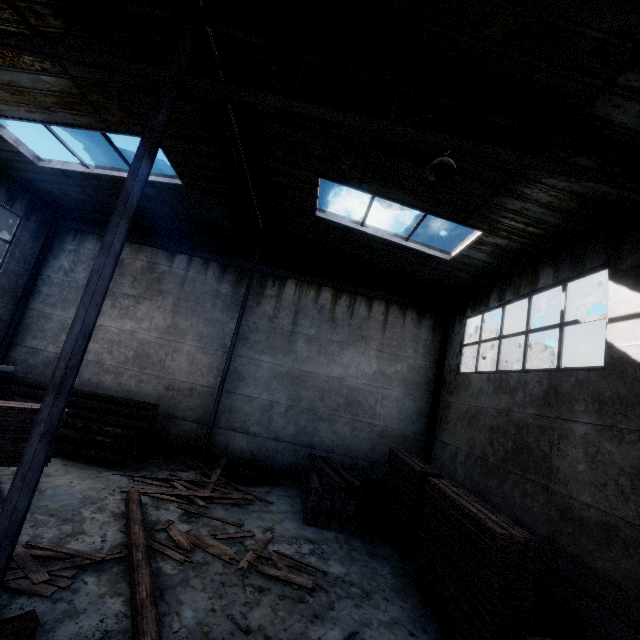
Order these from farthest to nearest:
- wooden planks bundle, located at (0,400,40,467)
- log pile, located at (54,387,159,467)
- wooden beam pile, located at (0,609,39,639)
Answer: log pile, located at (54,387,159,467)
wooden planks bundle, located at (0,400,40,467)
wooden beam pile, located at (0,609,39,639)

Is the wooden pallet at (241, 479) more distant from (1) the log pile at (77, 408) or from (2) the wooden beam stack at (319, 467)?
(1) the log pile at (77, 408)

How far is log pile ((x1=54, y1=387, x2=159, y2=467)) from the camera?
8.90m

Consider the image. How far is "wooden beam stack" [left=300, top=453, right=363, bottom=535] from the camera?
8.1m

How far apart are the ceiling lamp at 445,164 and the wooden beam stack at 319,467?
7.3 meters

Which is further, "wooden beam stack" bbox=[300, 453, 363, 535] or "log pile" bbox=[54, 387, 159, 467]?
"log pile" bbox=[54, 387, 159, 467]

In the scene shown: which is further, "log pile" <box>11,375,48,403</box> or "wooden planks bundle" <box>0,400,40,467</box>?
"log pile" <box>11,375,48,403</box>

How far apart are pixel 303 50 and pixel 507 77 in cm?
301
